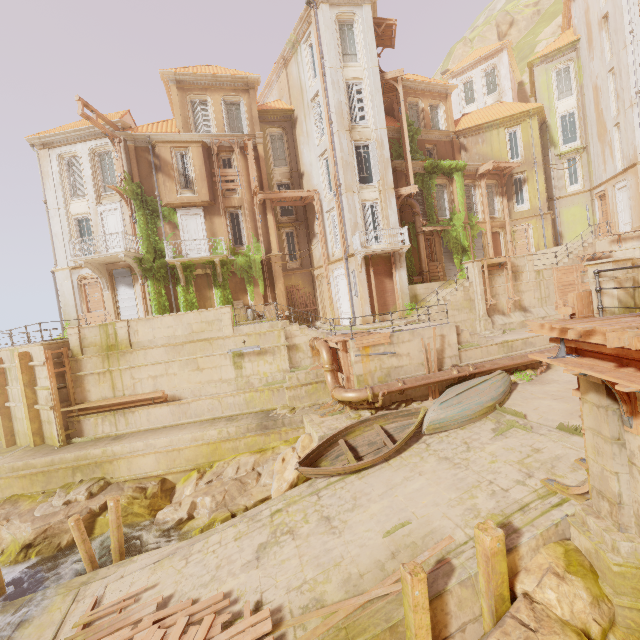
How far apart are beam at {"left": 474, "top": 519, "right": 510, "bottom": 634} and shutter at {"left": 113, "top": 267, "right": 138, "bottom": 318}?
21.1 meters

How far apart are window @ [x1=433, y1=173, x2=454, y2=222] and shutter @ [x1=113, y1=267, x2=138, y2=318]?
21.9 meters

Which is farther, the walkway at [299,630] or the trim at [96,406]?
the trim at [96,406]

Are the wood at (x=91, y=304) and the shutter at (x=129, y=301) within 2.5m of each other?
yes

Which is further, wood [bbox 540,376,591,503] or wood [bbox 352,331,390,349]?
wood [bbox 352,331,390,349]

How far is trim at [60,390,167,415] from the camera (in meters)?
15.59

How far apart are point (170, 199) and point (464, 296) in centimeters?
1952cm

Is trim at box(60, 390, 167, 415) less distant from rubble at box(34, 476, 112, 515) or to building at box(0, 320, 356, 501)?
building at box(0, 320, 356, 501)
